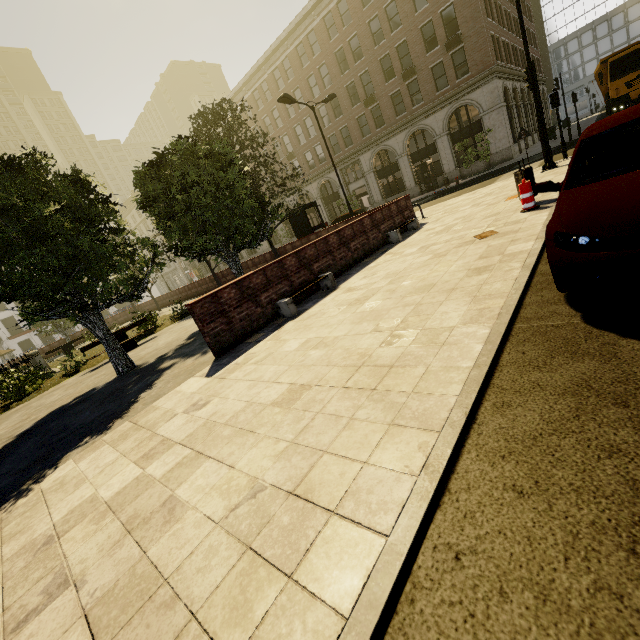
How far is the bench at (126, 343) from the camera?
13.0 meters

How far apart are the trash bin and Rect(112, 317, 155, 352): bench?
13.8m

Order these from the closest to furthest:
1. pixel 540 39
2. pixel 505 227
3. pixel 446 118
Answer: pixel 505 227 < pixel 446 118 < pixel 540 39

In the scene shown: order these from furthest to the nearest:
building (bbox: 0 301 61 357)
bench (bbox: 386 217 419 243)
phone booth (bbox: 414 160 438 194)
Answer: building (bbox: 0 301 61 357), phone booth (bbox: 414 160 438 194), bench (bbox: 386 217 419 243)

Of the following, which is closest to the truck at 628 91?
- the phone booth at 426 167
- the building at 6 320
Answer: the phone booth at 426 167

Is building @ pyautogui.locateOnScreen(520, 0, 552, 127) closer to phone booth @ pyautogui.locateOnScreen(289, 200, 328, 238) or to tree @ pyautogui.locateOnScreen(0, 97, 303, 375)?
tree @ pyautogui.locateOnScreen(0, 97, 303, 375)

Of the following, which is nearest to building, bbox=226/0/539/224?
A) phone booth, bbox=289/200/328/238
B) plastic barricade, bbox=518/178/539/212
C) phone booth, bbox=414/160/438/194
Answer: phone booth, bbox=414/160/438/194

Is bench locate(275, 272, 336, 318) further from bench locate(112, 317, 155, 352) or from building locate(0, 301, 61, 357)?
building locate(0, 301, 61, 357)
